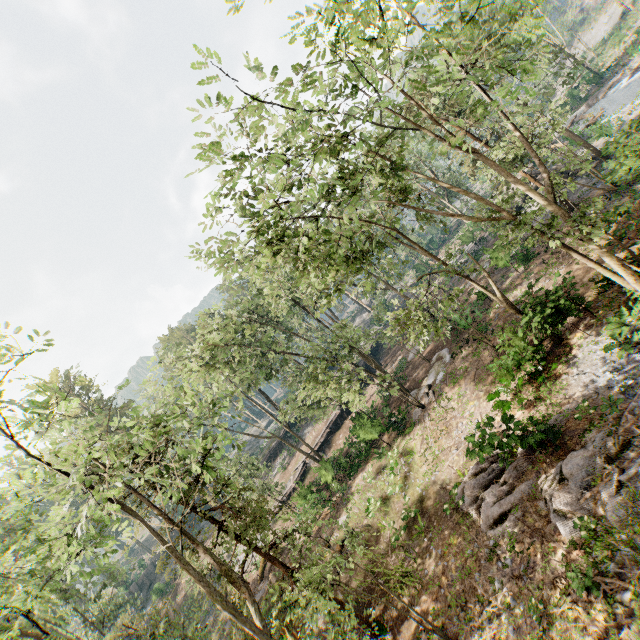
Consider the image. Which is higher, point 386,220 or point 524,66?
point 386,220

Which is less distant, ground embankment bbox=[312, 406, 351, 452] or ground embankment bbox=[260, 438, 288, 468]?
ground embankment bbox=[312, 406, 351, 452]

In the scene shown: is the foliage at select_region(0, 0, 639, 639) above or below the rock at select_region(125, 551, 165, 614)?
above

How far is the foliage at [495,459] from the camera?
12.30m

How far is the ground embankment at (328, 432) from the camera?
36.66m

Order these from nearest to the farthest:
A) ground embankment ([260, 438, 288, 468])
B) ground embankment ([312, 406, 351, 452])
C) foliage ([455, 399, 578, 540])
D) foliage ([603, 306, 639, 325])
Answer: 1. foliage ([455, 399, 578, 540])
2. foliage ([603, 306, 639, 325])
3. ground embankment ([312, 406, 351, 452])
4. ground embankment ([260, 438, 288, 468])

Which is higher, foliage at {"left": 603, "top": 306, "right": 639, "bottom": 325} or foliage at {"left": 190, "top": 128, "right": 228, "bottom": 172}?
foliage at {"left": 190, "top": 128, "right": 228, "bottom": 172}

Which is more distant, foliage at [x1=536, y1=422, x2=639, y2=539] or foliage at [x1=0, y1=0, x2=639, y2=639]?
foliage at [x1=536, y1=422, x2=639, y2=539]
